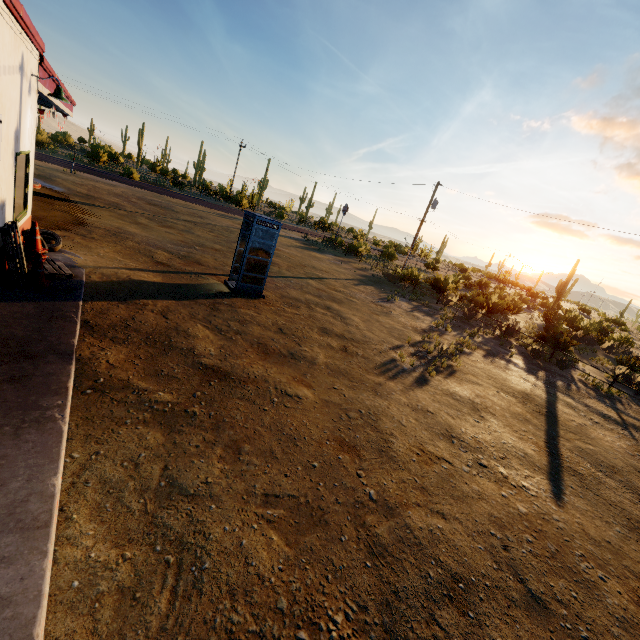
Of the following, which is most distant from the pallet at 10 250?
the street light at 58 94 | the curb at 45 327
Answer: the street light at 58 94

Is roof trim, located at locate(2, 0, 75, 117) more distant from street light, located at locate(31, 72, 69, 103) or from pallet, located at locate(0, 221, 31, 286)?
pallet, located at locate(0, 221, 31, 286)

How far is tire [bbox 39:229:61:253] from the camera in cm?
881

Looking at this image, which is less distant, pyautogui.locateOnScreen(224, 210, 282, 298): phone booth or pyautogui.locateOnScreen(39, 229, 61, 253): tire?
pyautogui.locateOnScreen(39, 229, 61, 253): tire

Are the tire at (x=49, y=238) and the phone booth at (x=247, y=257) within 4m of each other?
no

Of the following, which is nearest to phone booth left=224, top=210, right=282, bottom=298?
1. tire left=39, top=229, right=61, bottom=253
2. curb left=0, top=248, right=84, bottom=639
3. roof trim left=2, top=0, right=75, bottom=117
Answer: curb left=0, top=248, right=84, bottom=639

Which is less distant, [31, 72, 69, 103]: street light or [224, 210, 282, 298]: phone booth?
[31, 72, 69, 103]: street light

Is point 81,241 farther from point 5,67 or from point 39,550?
point 39,550
